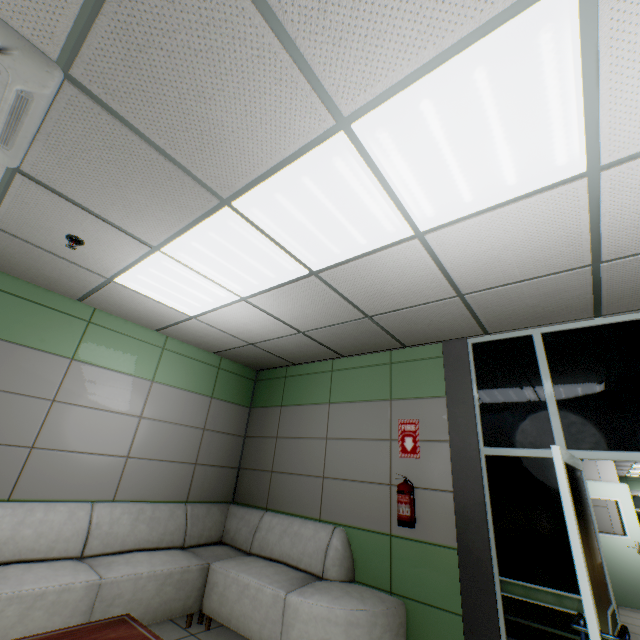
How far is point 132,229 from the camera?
2.62m

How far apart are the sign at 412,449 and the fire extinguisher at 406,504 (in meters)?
0.26

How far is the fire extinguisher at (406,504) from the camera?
3.4m

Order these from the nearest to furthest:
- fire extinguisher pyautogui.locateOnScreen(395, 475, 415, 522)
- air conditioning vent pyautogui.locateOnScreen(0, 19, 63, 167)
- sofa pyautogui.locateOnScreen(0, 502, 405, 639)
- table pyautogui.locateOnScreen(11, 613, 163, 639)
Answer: air conditioning vent pyautogui.locateOnScreen(0, 19, 63, 167)
table pyautogui.locateOnScreen(11, 613, 163, 639)
sofa pyautogui.locateOnScreen(0, 502, 405, 639)
fire extinguisher pyautogui.locateOnScreen(395, 475, 415, 522)

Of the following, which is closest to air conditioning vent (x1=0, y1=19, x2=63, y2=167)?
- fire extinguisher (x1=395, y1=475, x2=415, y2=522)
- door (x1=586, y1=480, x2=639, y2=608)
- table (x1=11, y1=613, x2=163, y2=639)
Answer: table (x1=11, y1=613, x2=163, y2=639)

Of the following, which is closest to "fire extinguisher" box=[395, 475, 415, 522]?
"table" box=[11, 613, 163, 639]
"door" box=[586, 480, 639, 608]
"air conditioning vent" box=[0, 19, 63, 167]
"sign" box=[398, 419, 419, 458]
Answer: "sign" box=[398, 419, 419, 458]

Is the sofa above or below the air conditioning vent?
below

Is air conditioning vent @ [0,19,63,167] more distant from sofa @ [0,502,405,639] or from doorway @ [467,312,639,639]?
doorway @ [467,312,639,639]
